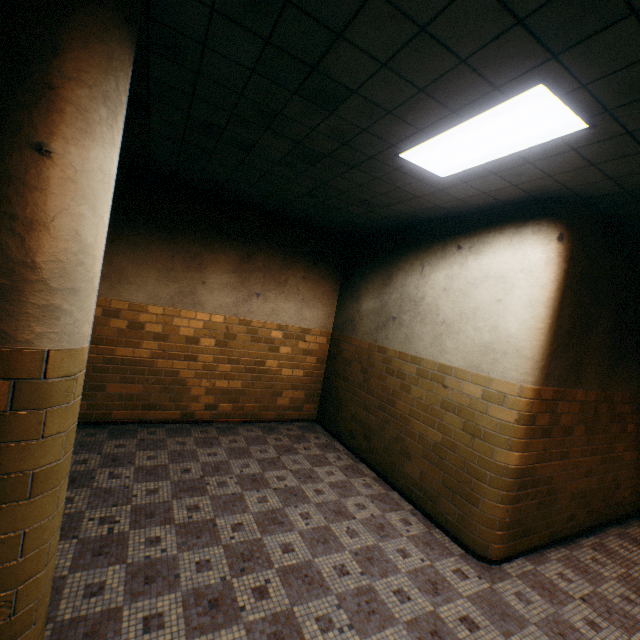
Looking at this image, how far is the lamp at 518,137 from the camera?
2.09m

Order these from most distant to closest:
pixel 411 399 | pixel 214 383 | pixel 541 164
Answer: pixel 214 383, pixel 411 399, pixel 541 164

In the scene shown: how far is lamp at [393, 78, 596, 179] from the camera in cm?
209
